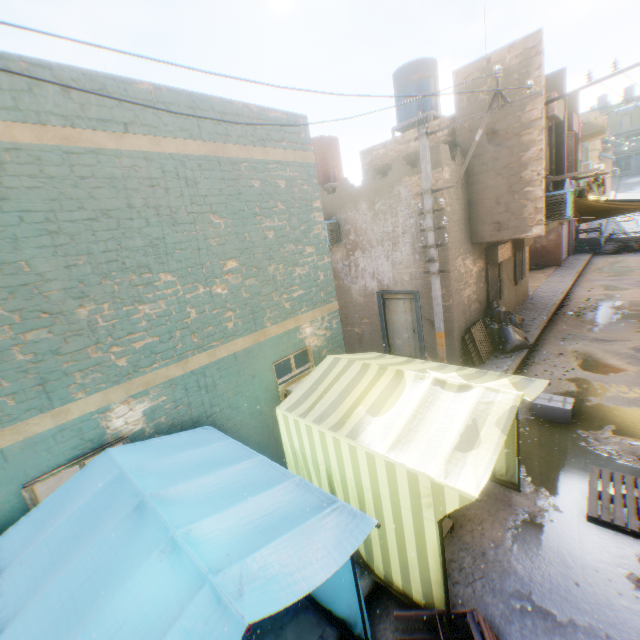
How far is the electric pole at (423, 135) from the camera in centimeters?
599cm

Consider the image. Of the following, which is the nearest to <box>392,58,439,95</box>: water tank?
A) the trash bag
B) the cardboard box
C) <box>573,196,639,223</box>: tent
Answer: <box>573,196,639,223</box>: tent

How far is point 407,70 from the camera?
11.3 meters

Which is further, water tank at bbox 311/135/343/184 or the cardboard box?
water tank at bbox 311/135/343/184

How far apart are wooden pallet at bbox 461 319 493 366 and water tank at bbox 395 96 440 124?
7.6m

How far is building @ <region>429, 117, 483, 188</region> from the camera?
8.55m

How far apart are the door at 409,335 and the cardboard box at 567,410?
2.1 meters

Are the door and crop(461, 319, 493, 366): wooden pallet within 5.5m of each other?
yes
